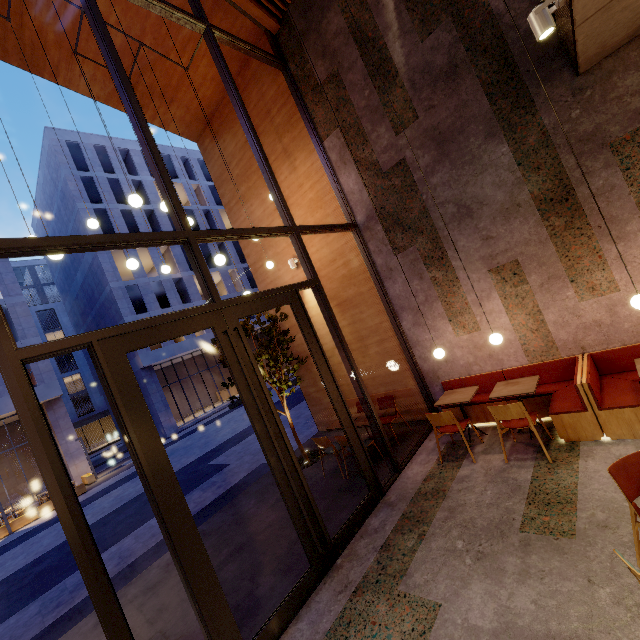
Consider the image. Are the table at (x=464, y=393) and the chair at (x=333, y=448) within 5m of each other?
yes

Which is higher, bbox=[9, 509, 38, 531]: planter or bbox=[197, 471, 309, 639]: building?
bbox=[197, 471, 309, 639]: building

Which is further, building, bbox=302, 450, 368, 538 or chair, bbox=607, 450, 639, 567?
building, bbox=302, 450, 368, 538

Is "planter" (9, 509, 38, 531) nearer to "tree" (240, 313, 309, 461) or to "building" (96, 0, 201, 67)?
"building" (96, 0, 201, 67)

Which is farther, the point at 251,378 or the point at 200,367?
the point at 200,367

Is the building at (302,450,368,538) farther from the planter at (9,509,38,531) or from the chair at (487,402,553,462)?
the planter at (9,509,38,531)

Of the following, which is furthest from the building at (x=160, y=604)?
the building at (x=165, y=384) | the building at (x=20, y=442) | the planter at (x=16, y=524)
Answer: the building at (x=165, y=384)

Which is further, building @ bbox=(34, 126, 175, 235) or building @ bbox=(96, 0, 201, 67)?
building @ bbox=(34, 126, 175, 235)
